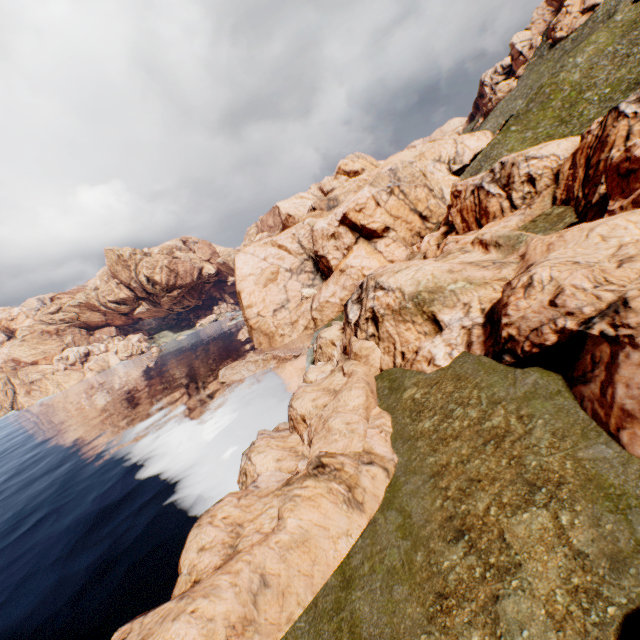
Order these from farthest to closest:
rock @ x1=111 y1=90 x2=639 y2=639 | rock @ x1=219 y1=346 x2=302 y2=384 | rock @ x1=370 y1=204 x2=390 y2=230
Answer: rock @ x1=370 y1=204 x2=390 y2=230 → rock @ x1=219 y1=346 x2=302 y2=384 → rock @ x1=111 y1=90 x2=639 y2=639

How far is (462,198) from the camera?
48.47m

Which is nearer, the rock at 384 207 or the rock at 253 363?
the rock at 253 363

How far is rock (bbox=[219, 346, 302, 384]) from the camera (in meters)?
47.22

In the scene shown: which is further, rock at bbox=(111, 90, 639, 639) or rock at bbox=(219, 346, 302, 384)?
rock at bbox=(219, 346, 302, 384)

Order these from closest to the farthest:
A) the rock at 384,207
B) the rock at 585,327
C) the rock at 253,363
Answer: the rock at 585,327 < the rock at 253,363 < the rock at 384,207

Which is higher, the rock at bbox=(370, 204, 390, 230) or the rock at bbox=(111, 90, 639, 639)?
the rock at bbox=(370, 204, 390, 230)
